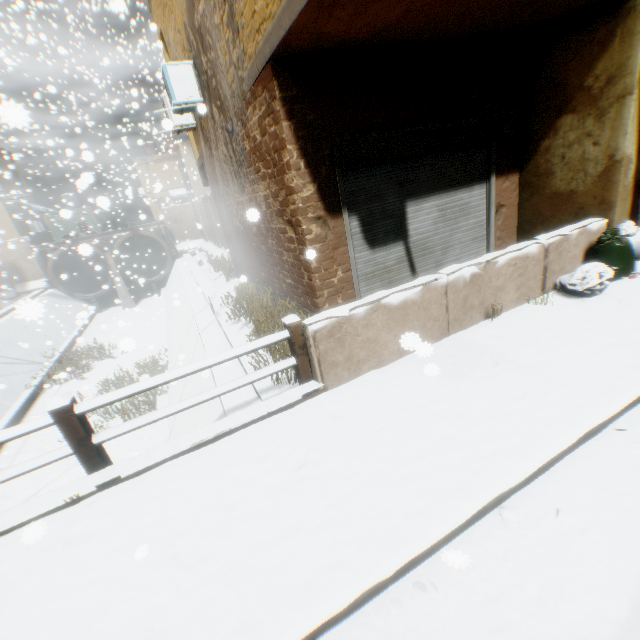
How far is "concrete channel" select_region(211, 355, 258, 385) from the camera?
5.9m

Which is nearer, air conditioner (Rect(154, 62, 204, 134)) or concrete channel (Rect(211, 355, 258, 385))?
concrete channel (Rect(211, 355, 258, 385))

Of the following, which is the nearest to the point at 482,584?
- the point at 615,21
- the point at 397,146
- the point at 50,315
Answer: the point at 397,146

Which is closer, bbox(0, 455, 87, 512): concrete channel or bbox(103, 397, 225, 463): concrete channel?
bbox(103, 397, 225, 463): concrete channel

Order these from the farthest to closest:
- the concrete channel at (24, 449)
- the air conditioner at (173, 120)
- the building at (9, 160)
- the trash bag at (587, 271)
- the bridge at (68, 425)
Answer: the building at (9, 160) → the concrete channel at (24, 449) → the air conditioner at (173, 120) → the trash bag at (587, 271) → the bridge at (68, 425)

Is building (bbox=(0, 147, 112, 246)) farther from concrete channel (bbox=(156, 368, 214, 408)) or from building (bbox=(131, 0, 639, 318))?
concrete channel (bbox=(156, 368, 214, 408))

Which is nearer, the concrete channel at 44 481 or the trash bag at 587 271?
the trash bag at 587 271

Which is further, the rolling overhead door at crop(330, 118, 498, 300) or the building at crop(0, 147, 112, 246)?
the building at crop(0, 147, 112, 246)
